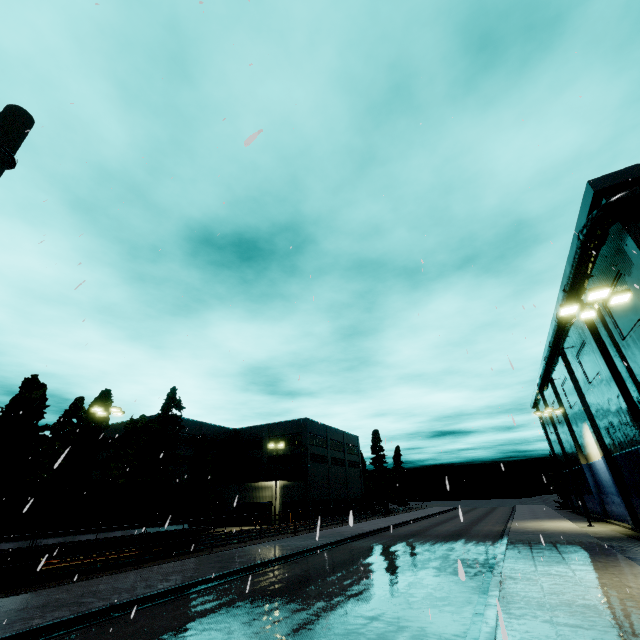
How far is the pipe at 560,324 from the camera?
23.3m

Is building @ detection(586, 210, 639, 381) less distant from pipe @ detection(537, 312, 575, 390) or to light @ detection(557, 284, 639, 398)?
pipe @ detection(537, 312, 575, 390)

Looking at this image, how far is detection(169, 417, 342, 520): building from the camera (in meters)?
45.47

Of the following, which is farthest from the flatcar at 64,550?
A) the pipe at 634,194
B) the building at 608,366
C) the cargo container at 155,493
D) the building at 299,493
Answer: the pipe at 634,194

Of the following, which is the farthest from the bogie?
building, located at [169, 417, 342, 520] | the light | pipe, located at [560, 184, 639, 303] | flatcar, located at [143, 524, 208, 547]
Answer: building, located at [169, 417, 342, 520]

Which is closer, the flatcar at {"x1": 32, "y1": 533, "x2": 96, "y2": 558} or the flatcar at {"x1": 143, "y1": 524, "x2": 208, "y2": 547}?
the flatcar at {"x1": 32, "y1": 533, "x2": 96, "y2": 558}

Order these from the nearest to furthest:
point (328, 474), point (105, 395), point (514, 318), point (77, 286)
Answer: point (77, 286) → point (514, 318) → point (105, 395) → point (328, 474)

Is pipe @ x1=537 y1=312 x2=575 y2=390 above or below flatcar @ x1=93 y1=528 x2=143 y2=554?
above
